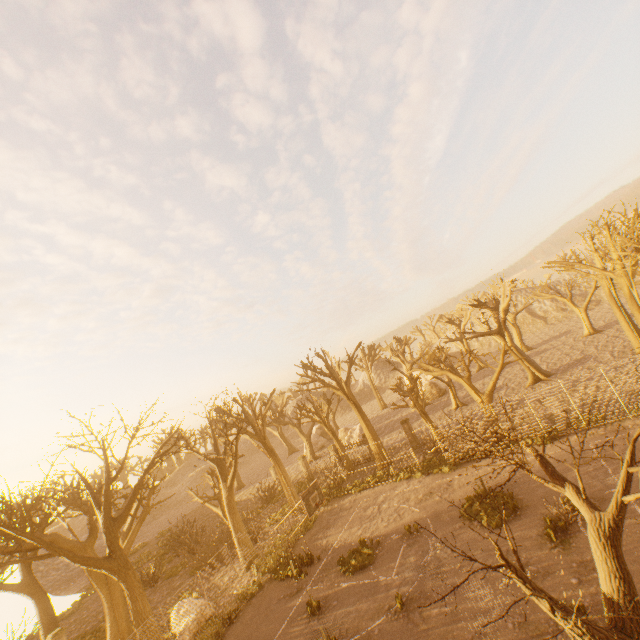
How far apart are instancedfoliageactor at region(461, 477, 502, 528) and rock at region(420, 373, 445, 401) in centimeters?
2920cm

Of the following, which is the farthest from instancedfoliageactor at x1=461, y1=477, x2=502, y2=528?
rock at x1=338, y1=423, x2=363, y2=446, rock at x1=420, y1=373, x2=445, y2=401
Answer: rock at x1=420, y1=373, x2=445, y2=401

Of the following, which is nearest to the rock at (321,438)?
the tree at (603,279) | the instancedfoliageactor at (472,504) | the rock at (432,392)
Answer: the tree at (603,279)

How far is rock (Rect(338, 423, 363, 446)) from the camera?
38.2 meters

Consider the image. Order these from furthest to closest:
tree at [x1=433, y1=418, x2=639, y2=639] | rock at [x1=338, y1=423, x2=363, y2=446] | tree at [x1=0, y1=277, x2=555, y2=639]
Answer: rock at [x1=338, y1=423, x2=363, y2=446] < tree at [x1=0, y1=277, x2=555, y2=639] < tree at [x1=433, y1=418, x2=639, y2=639]

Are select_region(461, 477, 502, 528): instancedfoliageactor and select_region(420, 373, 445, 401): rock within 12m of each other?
no

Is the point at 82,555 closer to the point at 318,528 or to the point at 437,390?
the point at 318,528

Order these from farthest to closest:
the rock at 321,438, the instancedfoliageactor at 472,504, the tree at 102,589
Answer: the rock at 321,438 < the tree at 102,589 < the instancedfoliageactor at 472,504
